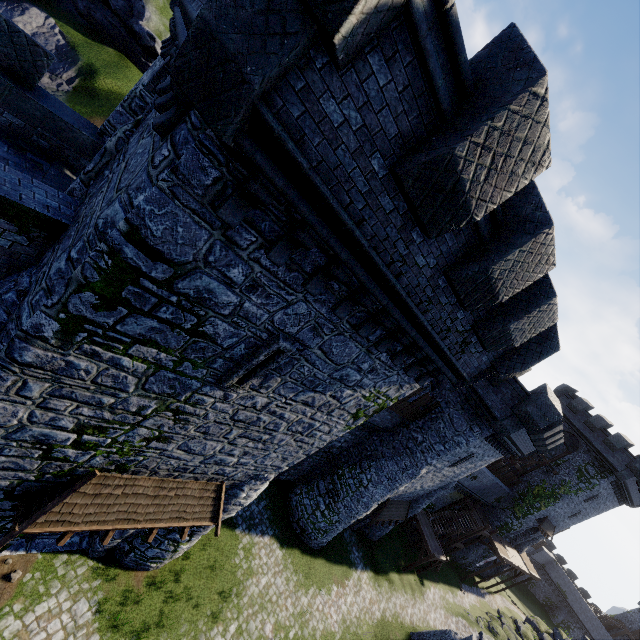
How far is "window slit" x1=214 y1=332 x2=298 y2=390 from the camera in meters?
6.6

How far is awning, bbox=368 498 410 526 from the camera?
21.65m

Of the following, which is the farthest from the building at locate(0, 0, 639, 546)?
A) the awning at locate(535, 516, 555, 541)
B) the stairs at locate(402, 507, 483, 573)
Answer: the awning at locate(535, 516, 555, 541)

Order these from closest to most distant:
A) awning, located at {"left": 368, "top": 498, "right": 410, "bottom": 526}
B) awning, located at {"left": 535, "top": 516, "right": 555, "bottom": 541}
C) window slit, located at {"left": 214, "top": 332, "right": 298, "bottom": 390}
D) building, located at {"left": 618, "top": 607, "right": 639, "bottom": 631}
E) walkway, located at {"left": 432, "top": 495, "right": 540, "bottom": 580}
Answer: window slit, located at {"left": 214, "top": 332, "right": 298, "bottom": 390}, awning, located at {"left": 368, "top": 498, "right": 410, "bottom": 526}, walkway, located at {"left": 432, "top": 495, "right": 540, "bottom": 580}, awning, located at {"left": 535, "top": 516, "right": 555, "bottom": 541}, building, located at {"left": 618, "top": 607, "right": 639, "bottom": 631}

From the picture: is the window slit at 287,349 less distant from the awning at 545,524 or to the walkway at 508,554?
the walkway at 508,554

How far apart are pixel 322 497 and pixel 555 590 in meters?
68.4 m

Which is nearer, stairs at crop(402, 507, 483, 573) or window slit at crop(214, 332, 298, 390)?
window slit at crop(214, 332, 298, 390)

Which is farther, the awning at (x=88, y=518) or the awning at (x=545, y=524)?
the awning at (x=545, y=524)
